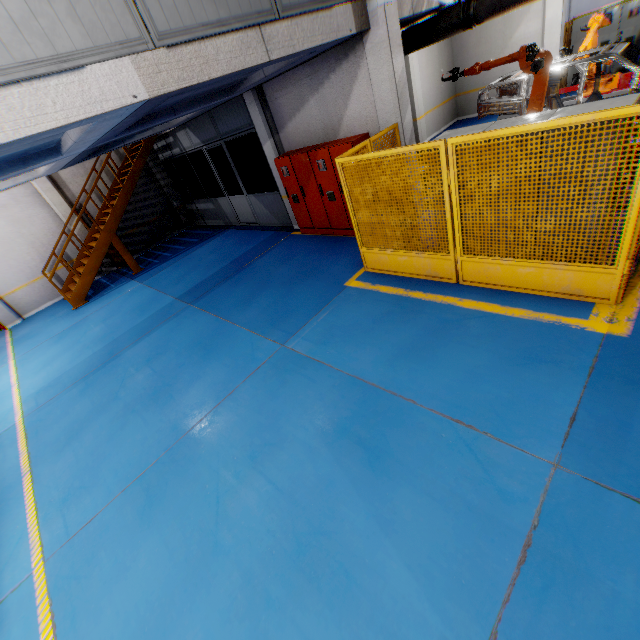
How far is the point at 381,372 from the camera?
4.4 meters

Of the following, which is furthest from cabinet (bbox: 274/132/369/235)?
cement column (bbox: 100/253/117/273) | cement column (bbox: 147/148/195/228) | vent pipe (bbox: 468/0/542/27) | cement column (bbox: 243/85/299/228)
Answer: cement column (bbox: 100/253/117/273)

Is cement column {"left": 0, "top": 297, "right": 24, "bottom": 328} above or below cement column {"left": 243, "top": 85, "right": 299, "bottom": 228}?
below

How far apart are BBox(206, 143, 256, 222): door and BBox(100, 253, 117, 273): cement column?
5.9 meters

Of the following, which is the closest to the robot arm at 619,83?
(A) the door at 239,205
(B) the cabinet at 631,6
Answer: (B) the cabinet at 631,6

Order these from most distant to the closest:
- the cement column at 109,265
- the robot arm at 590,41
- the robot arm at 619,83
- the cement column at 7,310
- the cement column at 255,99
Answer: the cement column at 109,265 < the cement column at 7,310 < the robot arm at 619,83 < the robot arm at 590,41 < the cement column at 255,99

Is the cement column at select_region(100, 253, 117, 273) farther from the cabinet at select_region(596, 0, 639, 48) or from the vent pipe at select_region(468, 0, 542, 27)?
the cabinet at select_region(596, 0, 639, 48)

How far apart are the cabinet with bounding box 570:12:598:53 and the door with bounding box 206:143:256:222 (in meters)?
13.98
